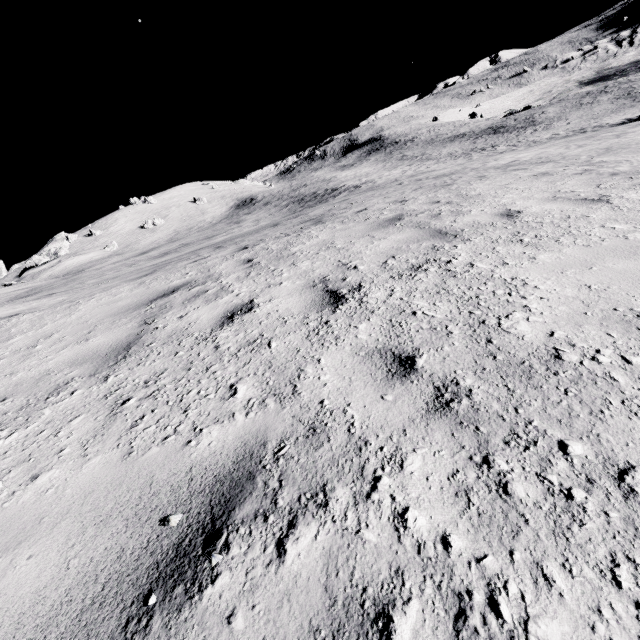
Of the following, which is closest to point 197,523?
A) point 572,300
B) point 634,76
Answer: point 572,300
